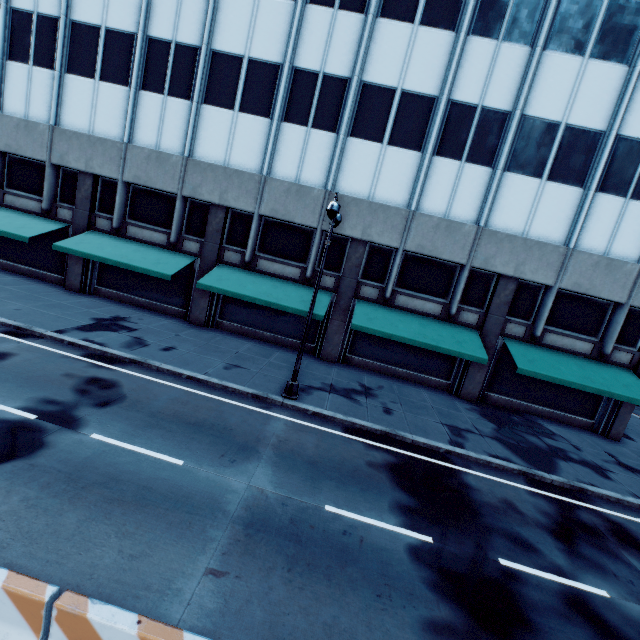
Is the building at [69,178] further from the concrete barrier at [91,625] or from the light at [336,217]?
the concrete barrier at [91,625]

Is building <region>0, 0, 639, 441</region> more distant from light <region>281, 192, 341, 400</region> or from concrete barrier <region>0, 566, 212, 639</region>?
concrete barrier <region>0, 566, 212, 639</region>

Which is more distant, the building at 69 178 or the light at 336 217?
the building at 69 178

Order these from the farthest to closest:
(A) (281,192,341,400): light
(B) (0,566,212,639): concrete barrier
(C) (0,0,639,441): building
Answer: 1. (C) (0,0,639,441): building
2. (A) (281,192,341,400): light
3. (B) (0,566,212,639): concrete barrier

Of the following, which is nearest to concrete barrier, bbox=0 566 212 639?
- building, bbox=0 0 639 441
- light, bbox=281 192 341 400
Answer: light, bbox=281 192 341 400

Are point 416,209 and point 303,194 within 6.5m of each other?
yes

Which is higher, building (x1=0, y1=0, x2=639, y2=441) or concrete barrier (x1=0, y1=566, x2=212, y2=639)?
building (x1=0, y1=0, x2=639, y2=441)
